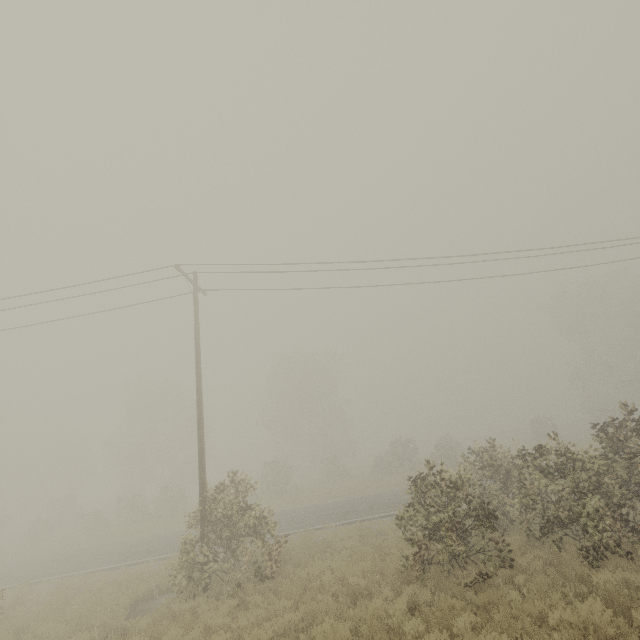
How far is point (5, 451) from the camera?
51.6 meters
